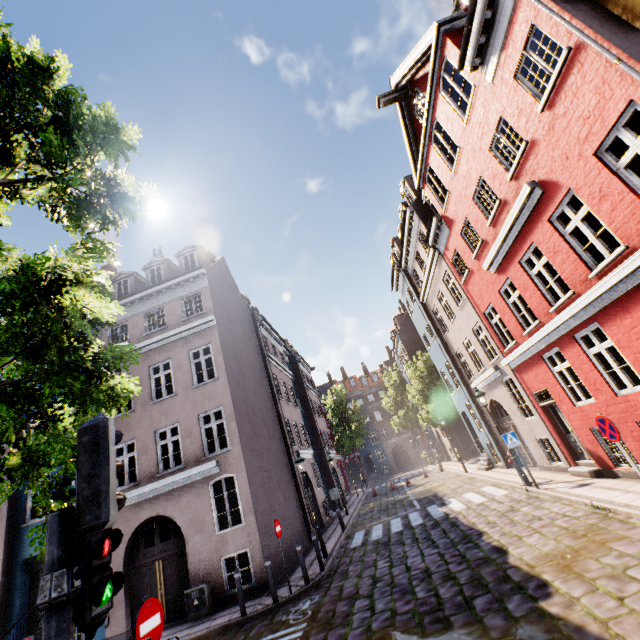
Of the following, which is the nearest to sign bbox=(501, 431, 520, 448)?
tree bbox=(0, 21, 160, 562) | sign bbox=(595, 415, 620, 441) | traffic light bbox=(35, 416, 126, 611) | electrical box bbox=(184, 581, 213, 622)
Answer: sign bbox=(595, 415, 620, 441)

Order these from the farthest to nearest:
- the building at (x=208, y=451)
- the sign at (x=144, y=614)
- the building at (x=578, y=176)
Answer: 1. the building at (x=208, y=451)
2. the building at (x=578, y=176)
3. the sign at (x=144, y=614)

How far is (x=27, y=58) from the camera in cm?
503

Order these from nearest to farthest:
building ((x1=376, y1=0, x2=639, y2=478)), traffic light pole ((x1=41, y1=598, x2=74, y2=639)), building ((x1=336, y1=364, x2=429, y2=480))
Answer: traffic light pole ((x1=41, y1=598, x2=74, y2=639)) < building ((x1=376, y1=0, x2=639, y2=478)) < building ((x1=336, y1=364, x2=429, y2=480))

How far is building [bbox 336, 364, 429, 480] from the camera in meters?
50.6

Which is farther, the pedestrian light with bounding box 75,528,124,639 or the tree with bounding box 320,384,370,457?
the tree with bounding box 320,384,370,457

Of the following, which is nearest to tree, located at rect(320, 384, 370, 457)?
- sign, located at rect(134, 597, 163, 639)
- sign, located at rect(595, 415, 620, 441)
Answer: sign, located at rect(595, 415, 620, 441)

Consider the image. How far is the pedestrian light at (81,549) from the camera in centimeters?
225cm
